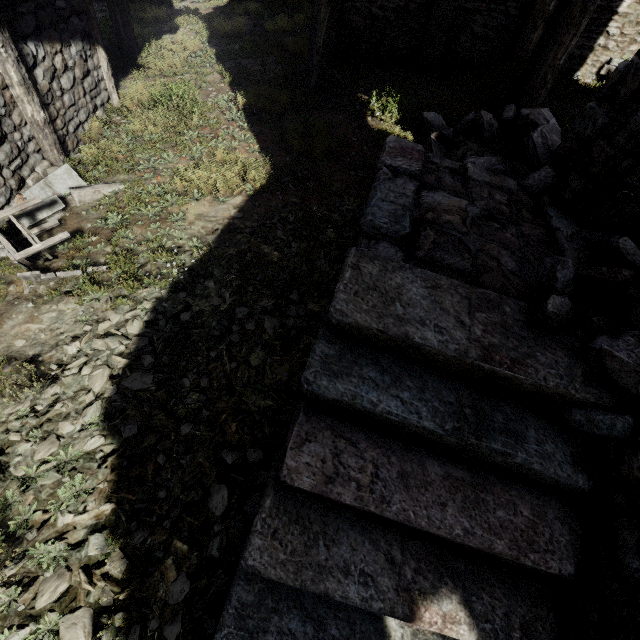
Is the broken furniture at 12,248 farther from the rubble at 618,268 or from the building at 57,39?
the rubble at 618,268

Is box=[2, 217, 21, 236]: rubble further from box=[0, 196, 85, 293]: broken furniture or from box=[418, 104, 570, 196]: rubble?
box=[418, 104, 570, 196]: rubble

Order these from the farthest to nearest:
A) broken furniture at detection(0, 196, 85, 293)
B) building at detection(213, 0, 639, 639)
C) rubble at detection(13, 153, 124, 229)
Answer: rubble at detection(13, 153, 124, 229) < broken furniture at detection(0, 196, 85, 293) < building at detection(213, 0, 639, 639)

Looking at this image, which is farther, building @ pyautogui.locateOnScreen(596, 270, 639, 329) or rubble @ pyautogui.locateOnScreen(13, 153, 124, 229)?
rubble @ pyautogui.locateOnScreen(13, 153, 124, 229)

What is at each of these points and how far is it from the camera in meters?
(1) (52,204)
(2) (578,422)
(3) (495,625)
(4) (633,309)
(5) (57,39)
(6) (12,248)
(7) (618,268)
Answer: (1) rubble, 4.4 m
(2) rubble, 2.5 m
(3) building, 2.3 m
(4) building, 2.6 m
(5) building, 4.8 m
(6) broken furniture, 3.7 m
(7) rubble, 2.7 m

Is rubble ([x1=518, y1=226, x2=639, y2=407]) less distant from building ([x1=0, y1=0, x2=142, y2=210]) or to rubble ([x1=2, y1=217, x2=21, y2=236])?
building ([x1=0, y1=0, x2=142, y2=210])

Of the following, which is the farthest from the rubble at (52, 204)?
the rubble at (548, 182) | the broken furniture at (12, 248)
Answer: the rubble at (548, 182)
